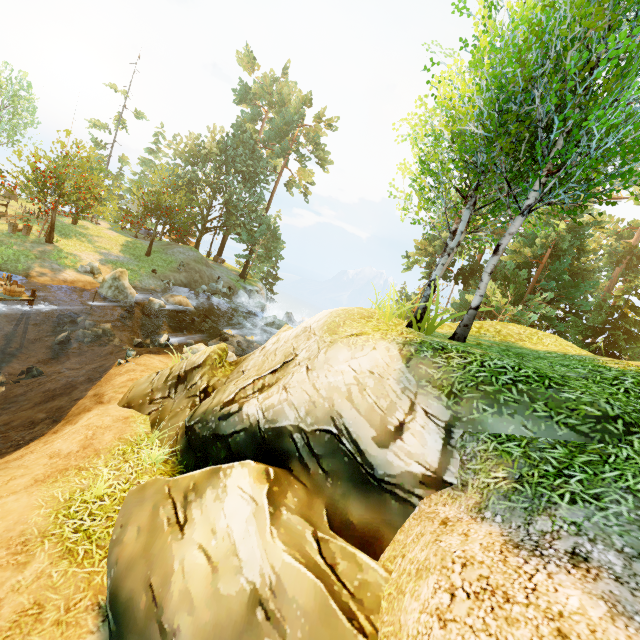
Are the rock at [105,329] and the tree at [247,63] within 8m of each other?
no

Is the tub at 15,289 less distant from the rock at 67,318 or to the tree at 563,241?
the rock at 67,318

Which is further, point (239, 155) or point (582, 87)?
point (239, 155)

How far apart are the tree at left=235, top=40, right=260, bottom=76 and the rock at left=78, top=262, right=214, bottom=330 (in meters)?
30.77

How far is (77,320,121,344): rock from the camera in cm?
1603

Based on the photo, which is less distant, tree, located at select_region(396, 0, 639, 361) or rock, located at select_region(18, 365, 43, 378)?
tree, located at select_region(396, 0, 639, 361)

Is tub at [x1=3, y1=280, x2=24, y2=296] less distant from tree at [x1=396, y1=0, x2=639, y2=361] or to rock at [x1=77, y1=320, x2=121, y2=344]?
rock at [x1=77, y1=320, x2=121, y2=344]

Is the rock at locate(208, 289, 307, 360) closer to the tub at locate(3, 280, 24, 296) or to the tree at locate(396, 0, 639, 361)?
the tree at locate(396, 0, 639, 361)
